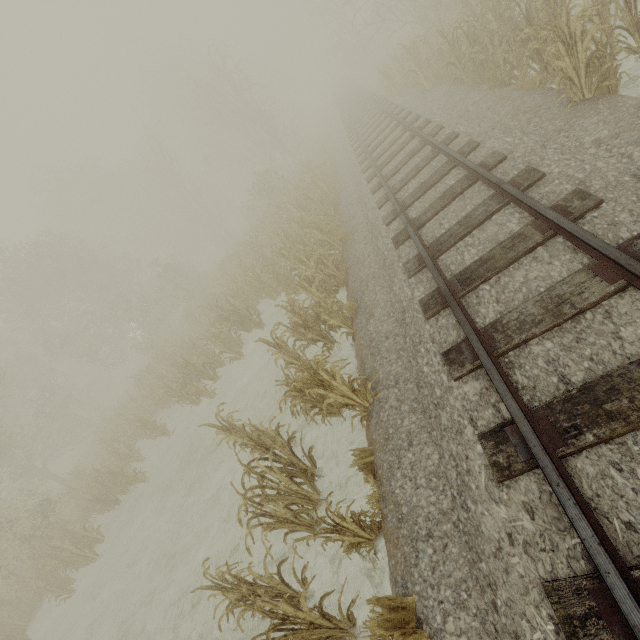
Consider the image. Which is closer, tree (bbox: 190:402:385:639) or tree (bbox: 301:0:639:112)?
tree (bbox: 190:402:385:639)

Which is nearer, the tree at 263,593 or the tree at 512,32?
the tree at 263,593

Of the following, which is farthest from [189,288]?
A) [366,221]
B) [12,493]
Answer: [12,493]
